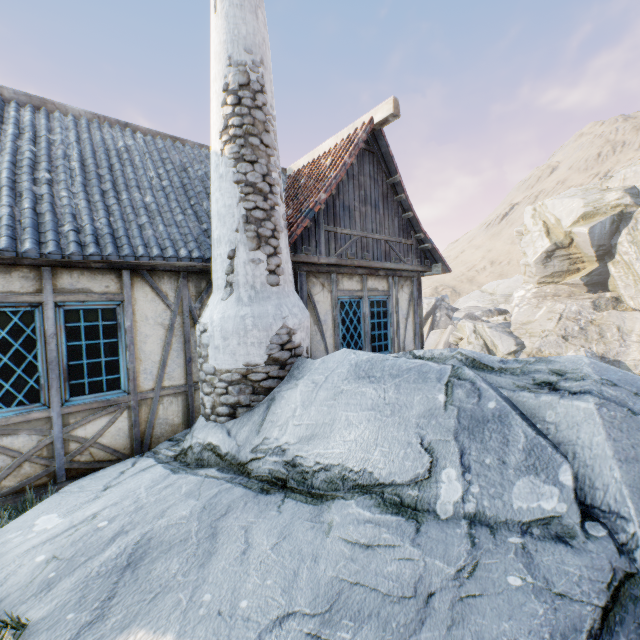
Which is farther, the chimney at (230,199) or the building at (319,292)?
the building at (319,292)

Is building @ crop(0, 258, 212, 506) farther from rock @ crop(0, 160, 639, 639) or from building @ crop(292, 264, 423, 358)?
building @ crop(292, 264, 423, 358)

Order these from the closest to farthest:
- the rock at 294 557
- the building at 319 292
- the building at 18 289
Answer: the rock at 294 557 < the building at 18 289 < the building at 319 292

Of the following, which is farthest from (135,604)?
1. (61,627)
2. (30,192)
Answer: (30,192)

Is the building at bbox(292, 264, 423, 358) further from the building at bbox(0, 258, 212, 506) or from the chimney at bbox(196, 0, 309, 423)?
the building at bbox(0, 258, 212, 506)

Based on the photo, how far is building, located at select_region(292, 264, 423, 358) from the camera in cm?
591

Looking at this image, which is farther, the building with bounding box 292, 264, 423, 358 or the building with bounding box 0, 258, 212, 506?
the building with bounding box 292, 264, 423, 358

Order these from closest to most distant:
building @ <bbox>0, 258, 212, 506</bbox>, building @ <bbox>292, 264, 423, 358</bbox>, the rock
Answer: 1. the rock
2. building @ <bbox>0, 258, 212, 506</bbox>
3. building @ <bbox>292, 264, 423, 358</bbox>
